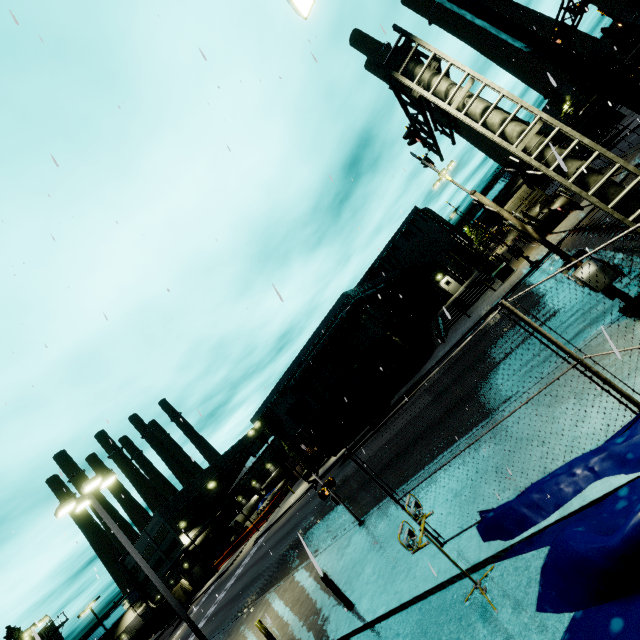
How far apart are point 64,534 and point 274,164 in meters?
15.9 m

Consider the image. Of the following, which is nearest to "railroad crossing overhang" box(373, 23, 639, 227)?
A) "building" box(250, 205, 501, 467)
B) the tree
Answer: "building" box(250, 205, 501, 467)

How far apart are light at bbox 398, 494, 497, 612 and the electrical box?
25.33m

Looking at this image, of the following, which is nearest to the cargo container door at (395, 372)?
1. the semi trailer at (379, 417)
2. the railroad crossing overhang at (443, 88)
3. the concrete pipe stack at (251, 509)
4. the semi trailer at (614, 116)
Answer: the semi trailer at (379, 417)

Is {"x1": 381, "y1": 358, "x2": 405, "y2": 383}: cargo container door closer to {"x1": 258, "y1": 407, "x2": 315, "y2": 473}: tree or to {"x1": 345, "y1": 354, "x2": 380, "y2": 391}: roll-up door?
{"x1": 345, "y1": 354, "x2": 380, "y2": 391}: roll-up door

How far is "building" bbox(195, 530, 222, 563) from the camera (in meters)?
57.12

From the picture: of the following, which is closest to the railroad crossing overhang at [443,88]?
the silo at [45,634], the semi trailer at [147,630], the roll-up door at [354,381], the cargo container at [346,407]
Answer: the silo at [45,634]

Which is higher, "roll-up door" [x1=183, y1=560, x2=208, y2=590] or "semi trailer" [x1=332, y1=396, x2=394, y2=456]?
"roll-up door" [x1=183, y1=560, x2=208, y2=590]
